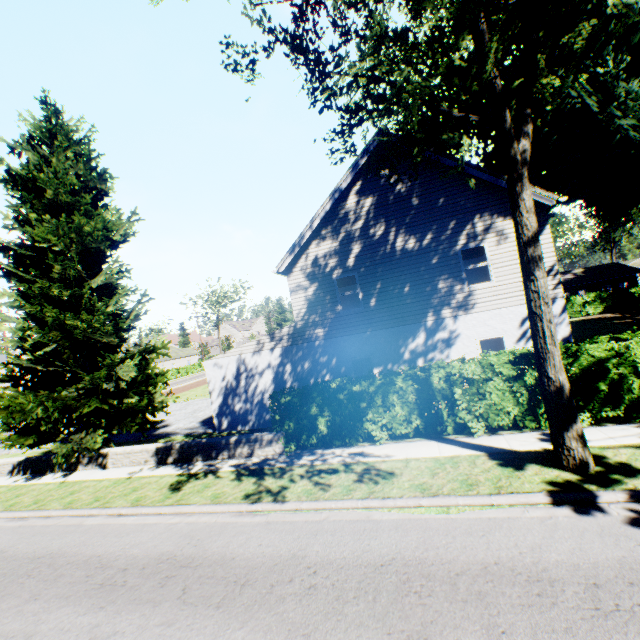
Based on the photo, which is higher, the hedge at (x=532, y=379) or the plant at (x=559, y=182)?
the plant at (x=559, y=182)

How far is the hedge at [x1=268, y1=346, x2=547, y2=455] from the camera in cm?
912

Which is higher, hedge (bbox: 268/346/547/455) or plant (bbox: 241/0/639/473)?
plant (bbox: 241/0/639/473)

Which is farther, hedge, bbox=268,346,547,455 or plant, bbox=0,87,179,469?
plant, bbox=0,87,179,469

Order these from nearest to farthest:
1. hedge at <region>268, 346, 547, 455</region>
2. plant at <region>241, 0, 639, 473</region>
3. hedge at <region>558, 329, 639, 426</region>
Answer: plant at <region>241, 0, 639, 473</region> → hedge at <region>558, 329, 639, 426</region> → hedge at <region>268, 346, 547, 455</region>

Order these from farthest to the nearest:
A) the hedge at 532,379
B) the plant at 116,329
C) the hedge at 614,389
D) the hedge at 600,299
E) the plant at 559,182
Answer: the hedge at 600,299
the plant at 116,329
the hedge at 532,379
the hedge at 614,389
the plant at 559,182

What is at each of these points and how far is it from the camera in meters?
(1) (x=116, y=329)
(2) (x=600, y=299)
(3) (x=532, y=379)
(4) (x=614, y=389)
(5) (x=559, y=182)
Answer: (1) plant, 14.5 m
(2) hedge, 34.8 m
(3) hedge, 9.9 m
(4) hedge, 8.5 m
(5) plant, 15.8 m
